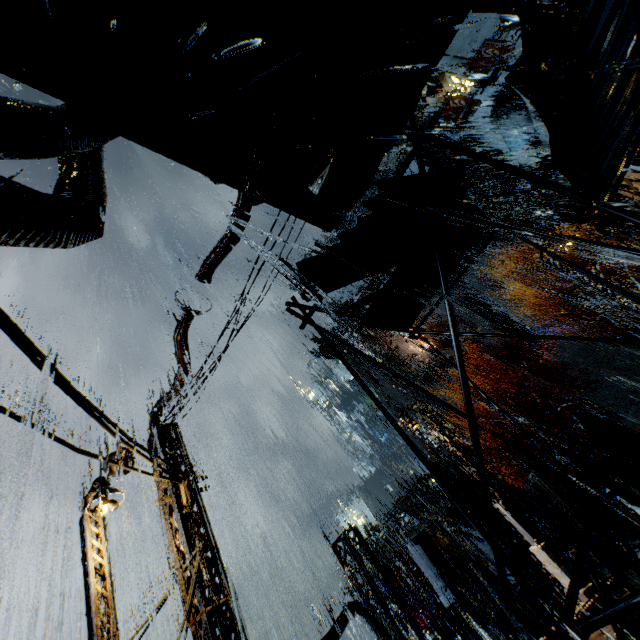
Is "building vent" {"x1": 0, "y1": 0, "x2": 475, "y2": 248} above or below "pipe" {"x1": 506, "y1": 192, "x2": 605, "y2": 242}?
below

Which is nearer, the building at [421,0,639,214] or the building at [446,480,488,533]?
the building at [421,0,639,214]

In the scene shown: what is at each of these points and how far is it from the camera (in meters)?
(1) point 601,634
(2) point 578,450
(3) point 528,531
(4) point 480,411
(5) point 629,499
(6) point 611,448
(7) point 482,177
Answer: (1) building, 7.71
(2) building vent, 30.33
(3) street light, 10.53
(4) building, 43.28
(5) tree, 18.39
(6) building vent, 28.78
(7) rock, 53.31

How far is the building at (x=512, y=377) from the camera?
34.5m

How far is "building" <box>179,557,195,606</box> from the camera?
7.0 meters

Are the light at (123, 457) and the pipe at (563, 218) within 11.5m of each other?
no

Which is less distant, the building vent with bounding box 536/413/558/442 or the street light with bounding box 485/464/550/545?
the street light with bounding box 485/464/550/545
